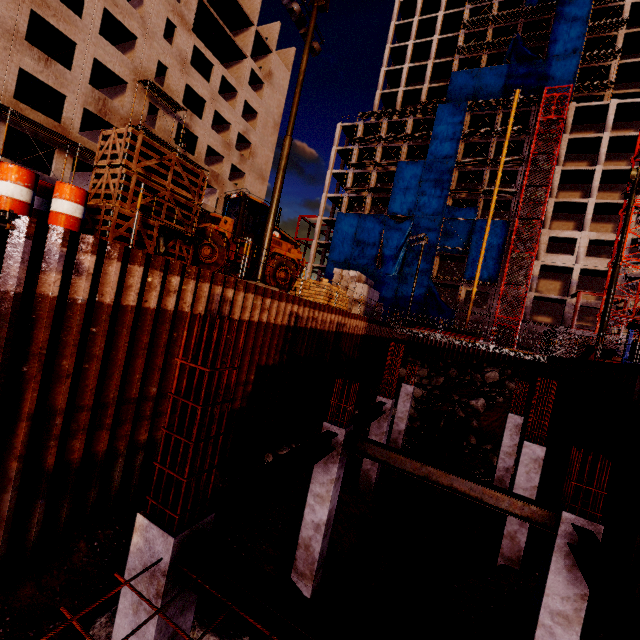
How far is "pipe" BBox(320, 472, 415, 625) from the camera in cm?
631

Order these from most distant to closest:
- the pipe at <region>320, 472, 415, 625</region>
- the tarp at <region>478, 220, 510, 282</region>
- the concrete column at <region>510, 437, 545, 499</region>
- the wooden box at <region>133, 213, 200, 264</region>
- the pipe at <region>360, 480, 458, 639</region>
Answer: the tarp at <region>478, 220, 510, 282</region> < the concrete column at <region>510, 437, 545, 499</region> < the wooden box at <region>133, 213, 200, 264</region> < the pipe at <region>320, 472, 415, 625</region> < the pipe at <region>360, 480, 458, 639</region>

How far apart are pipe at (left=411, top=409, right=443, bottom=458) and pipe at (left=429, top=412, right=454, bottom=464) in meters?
0.1 m

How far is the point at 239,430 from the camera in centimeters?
1158cm

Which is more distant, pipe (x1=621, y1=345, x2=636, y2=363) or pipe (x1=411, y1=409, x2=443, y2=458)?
pipe (x1=411, y1=409, x2=443, y2=458)

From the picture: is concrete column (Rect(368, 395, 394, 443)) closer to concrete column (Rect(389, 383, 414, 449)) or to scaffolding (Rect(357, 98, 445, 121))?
concrete column (Rect(389, 383, 414, 449))

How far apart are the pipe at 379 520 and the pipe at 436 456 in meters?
0.1

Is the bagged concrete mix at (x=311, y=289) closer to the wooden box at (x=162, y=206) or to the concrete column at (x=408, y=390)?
the concrete column at (x=408, y=390)
